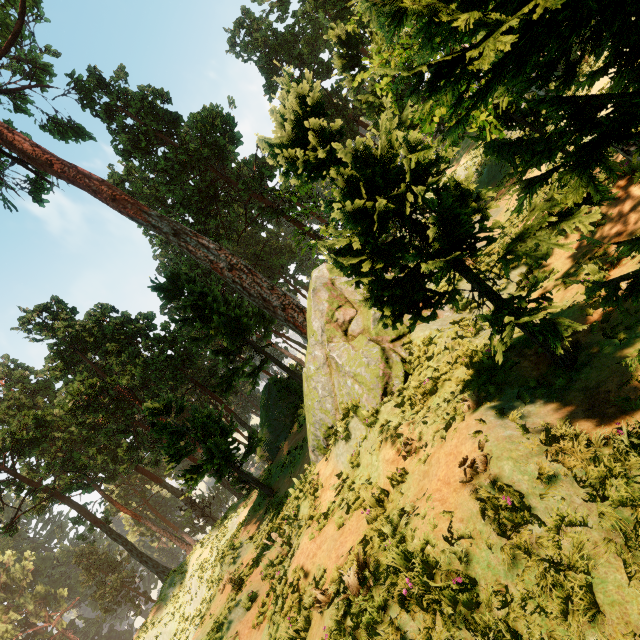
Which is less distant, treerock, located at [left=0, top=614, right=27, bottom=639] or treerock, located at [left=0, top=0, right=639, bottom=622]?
treerock, located at [left=0, top=0, right=639, bottom=622]

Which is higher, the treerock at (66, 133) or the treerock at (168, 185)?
the treerock at (66, 133)

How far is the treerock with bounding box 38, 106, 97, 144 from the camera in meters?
24.2 m

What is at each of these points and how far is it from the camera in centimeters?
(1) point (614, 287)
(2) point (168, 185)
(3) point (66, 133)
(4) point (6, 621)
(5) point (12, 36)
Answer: (1) treerock, 263cm
(2) treerock, 2567cm
(3) treerock, 2466cm
(4) treerock, 5950cm
(5) treerock, 1909cm

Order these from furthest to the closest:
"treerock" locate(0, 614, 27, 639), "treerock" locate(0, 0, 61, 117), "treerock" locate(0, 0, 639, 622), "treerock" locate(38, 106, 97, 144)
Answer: "treerock" locate(0, 614, 27, 639), "treerock" locate(38, 106, 97, 144), "treerock" locate(0, 0, 61, 117), "treerock" locate(0, 0, 639, 622)

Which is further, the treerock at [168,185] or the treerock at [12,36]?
the treerock at [12,36]
